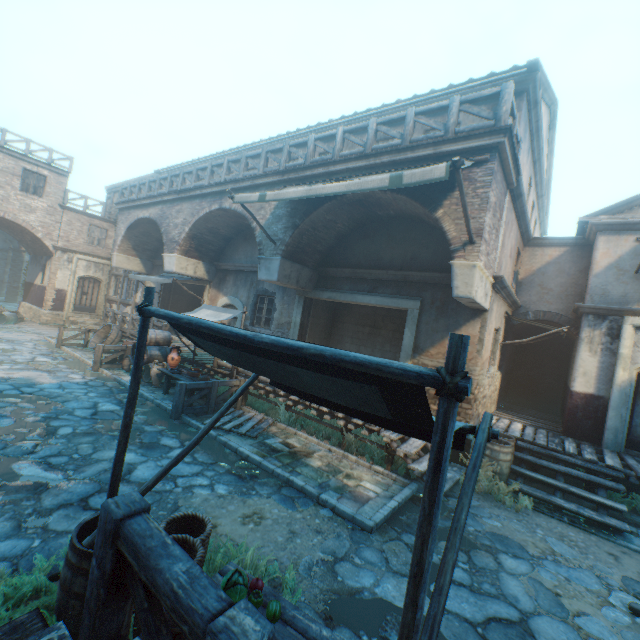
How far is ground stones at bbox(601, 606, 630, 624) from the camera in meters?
4.1

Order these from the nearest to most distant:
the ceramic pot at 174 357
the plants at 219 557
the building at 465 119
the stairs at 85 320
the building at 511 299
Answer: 1. the plants at 219 557
2. the building at 511 299
3. the building at 465 119
4. the ceramic pot at 174 357
5. the stairs at 85 320

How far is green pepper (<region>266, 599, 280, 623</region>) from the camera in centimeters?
253cm

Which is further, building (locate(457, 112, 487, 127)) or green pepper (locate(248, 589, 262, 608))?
building (locate(457, 112, 487, 127))

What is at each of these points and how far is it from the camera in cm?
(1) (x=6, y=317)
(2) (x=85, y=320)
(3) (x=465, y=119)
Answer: (1) barrel, 1855
(2) stairs, 2058
(3) building, 886

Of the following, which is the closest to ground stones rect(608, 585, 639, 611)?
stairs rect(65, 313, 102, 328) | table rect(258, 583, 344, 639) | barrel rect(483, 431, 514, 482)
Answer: table rect(258, 583, 344, 639)

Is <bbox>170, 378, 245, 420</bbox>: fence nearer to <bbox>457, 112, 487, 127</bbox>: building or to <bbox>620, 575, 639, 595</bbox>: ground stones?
<bbox>457, 112, 487, 127</bbox>: building

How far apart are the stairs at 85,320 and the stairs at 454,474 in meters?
20.0
